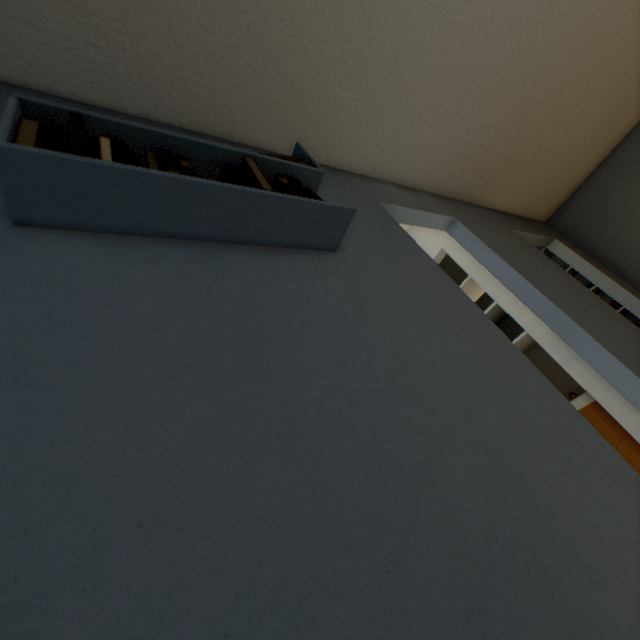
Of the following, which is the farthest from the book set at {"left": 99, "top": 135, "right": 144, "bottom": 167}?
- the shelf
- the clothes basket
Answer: the clothes basket

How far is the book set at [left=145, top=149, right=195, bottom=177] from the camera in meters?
0.9 m

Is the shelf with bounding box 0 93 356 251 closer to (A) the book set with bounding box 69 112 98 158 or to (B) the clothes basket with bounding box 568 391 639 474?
(A) the book set with bounding box 69 112 98 158

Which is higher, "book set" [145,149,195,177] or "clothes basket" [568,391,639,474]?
"book set" [145,149,195,177]

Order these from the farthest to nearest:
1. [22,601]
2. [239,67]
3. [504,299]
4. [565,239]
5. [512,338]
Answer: [565,239]
[512,338]
[504,299]
[239,67]
[22,601]

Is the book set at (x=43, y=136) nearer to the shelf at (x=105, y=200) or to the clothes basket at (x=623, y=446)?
the shelf at (x=105, y=200)

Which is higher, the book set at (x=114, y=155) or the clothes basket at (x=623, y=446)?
the book set at (x=114, y=155)
